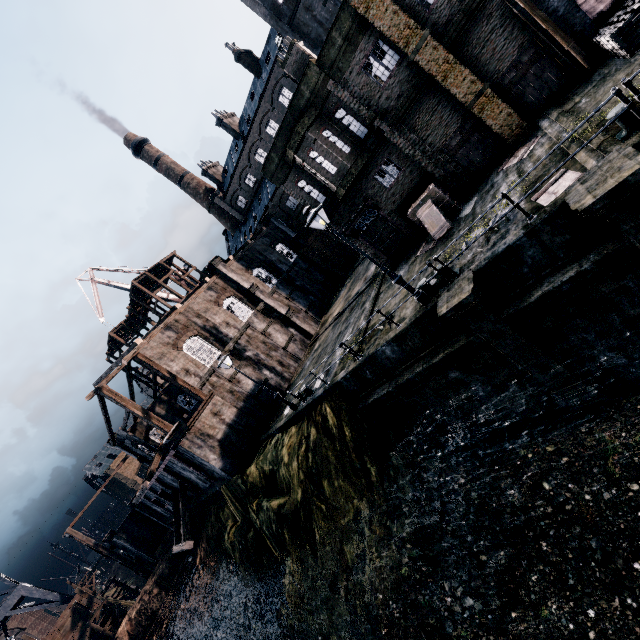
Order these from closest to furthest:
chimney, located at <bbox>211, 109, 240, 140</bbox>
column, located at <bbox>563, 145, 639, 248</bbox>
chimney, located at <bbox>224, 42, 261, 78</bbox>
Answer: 1. column, located at <bbox>563, 145, 639, 248</bbox>
2. chimney, located at <bbox>224, 42, 261, 78</bbox>
3. chimney, located at <bbox>211, 109, 240, 140</bbox>

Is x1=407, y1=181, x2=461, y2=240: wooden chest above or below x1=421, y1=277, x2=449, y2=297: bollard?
above

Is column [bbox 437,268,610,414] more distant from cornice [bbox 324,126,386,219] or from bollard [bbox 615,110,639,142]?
cornice [bbox 324,126,386,219]

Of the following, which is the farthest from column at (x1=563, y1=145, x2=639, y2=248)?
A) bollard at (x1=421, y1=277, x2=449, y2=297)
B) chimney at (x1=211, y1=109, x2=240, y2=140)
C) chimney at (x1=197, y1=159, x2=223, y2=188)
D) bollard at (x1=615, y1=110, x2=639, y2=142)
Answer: chimney at (x1=197, y1=159, x2=223, y2=188)

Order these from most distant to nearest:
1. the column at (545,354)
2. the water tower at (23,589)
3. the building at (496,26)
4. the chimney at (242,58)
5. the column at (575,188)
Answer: the chimney at (242,58) → the water tower at (23,589) → the building at (496,26) → the column at (545,354) → the column at (575,188)

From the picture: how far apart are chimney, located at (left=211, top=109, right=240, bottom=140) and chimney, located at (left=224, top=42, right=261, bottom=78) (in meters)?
7.49

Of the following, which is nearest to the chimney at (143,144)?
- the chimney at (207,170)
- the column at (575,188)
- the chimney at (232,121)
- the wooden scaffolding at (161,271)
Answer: the chimney at (207,170)

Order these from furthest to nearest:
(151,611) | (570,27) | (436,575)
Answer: (151,611) < (570,27) < (436,575)
